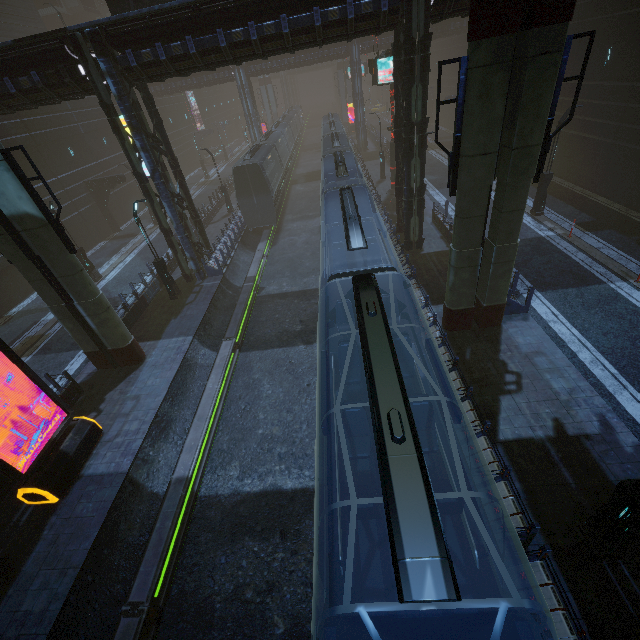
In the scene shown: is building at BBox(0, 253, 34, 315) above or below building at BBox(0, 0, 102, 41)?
below

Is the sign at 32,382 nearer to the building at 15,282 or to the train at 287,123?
the building at 15,282

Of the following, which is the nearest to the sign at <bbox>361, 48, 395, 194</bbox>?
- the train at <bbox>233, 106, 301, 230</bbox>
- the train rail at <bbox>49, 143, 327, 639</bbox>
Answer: the train rail at <bbox>49, 143, 327, 639</bbox>

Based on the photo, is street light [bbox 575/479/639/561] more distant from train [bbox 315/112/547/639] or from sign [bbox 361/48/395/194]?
sign [bbox 361/48/395/194]

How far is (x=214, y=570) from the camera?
8.77m

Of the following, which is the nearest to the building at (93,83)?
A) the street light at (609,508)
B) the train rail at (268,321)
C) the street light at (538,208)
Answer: the train rail at (268,321)

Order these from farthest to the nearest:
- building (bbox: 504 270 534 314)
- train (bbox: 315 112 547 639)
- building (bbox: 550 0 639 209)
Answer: building (bbox: 550 0 639 209), building (bbox: 504 270 534 314), train (bbox: 315 112 547 639)

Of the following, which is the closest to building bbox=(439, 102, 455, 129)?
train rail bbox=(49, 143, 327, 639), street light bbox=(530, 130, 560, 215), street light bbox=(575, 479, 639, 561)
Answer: train rail bbox=(49, 143, 327, 639)
